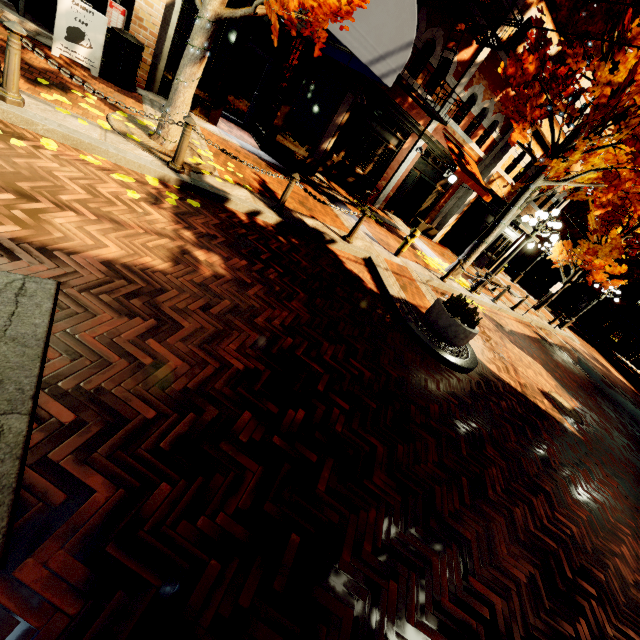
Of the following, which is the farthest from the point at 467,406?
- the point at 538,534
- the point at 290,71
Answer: the point at 290,71

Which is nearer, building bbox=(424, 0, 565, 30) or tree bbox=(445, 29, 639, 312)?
tree bbox=(445, 29, 639, 312)

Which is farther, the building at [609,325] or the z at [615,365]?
the building at [609,325]

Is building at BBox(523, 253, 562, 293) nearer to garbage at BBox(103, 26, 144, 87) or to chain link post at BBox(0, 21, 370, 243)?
chain link post at BBox(0, 21, 370, 243)

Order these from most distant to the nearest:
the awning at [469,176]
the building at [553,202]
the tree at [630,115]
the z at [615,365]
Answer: the building at [553,202] → the z at [615,365] → the awning at [469,176] → the tree at [630,115]

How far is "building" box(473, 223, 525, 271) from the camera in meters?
18.8 m

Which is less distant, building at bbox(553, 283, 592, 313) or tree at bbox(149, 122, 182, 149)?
tree at bbox(149, 122, 182, 149)

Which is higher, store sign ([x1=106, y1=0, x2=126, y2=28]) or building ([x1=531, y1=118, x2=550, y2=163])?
building ([x1=531, y1=118, x2=550, y2=163])
